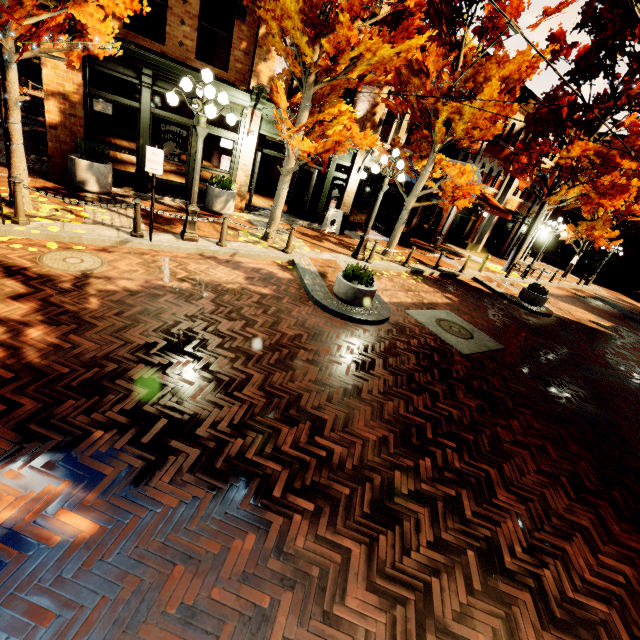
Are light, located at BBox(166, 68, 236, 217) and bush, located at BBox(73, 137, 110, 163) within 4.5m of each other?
yes

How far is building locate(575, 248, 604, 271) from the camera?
40.17m

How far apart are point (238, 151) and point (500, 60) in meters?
8.7

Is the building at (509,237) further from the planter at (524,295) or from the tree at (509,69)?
the planter at (524,295)

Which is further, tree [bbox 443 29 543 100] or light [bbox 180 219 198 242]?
tree [bbox 443 29 543 100]

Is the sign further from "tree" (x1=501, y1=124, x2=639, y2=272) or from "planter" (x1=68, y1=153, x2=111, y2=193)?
"planter" (x1=68, y1=153, x2=111, y2=193)

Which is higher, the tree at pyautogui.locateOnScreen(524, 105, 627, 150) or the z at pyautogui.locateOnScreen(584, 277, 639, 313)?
the tree at pyautogui.locateOnScreen(524, 105, 627, 150)

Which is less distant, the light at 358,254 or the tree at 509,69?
the tree at 509,69
